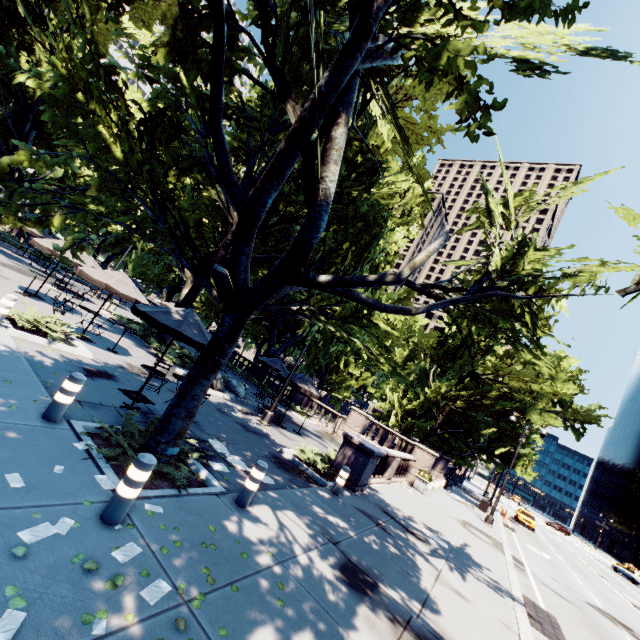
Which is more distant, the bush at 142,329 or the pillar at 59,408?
the bush at 142,329

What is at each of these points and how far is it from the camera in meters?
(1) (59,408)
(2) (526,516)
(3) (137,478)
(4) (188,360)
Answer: (1) pillar, 5.6 m
(2) vehicle, 36.1 m
(3) pillar, 4.2 m
(4) bush, 18.0 m

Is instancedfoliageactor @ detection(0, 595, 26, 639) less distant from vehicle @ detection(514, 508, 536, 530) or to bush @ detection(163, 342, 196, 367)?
bush @ detection(163, 342, 196, 367)

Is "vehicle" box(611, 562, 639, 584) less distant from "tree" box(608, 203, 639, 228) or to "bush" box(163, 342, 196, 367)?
"tree" box(608, 203, 639, 228)

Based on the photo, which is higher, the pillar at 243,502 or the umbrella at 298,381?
the umbrella at 298,381

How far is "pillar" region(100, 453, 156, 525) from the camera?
4.1 meters

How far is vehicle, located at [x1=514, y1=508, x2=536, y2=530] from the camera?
34.6m

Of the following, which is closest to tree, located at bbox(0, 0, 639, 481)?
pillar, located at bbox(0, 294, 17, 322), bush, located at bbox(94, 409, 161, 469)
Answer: bush, located at bbox(94, 409, 161, 469)
